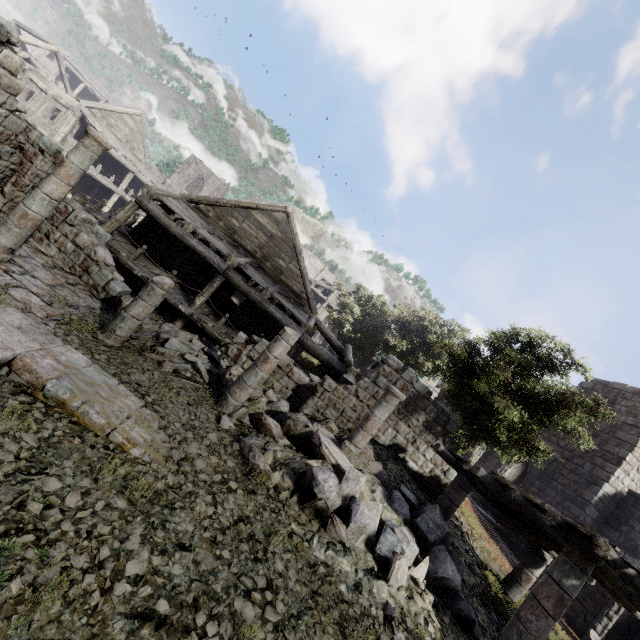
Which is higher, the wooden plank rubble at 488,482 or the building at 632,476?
the building at 632,476

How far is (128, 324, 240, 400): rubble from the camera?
9.0 meters

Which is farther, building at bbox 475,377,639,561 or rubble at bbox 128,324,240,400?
building at bbox 475,377,639,561

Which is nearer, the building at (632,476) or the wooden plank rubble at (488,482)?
the wooden plank rubble at (488,482)

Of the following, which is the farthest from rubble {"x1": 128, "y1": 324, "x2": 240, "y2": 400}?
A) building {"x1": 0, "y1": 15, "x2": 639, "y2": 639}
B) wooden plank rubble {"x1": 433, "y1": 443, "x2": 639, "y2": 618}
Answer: wooden plank rubble {"x1": 433, "y1": 443, "x2": 639, "y2": 618}

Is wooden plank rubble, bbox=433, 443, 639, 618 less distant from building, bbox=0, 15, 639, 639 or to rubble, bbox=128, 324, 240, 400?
building, bbox=0, 15, 639, 639

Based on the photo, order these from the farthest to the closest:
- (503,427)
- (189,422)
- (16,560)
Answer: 1. (503,427)
2. (189,422)
3. (16,560)
